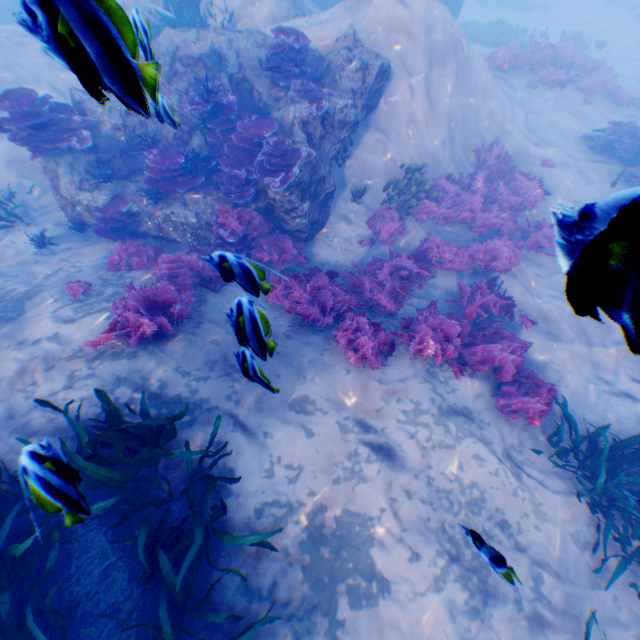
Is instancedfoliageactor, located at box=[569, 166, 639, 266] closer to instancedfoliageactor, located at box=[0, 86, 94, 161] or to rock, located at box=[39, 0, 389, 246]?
rock, located at box=[39, 0, 389, 246]

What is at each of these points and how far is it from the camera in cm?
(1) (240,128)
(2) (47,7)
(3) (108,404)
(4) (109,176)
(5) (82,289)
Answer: (1) instancedfoliageactor, 746
(2) submarine, 96
(3) instancedfoliageactor, 396
(4) instancedfoliageactor, 778
(5) instancedfoliageactor, 617

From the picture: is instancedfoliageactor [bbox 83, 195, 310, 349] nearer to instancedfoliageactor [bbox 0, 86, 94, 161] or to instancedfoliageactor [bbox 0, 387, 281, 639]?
instancedfoliageactor [bbox 0, 387, 281, 639]

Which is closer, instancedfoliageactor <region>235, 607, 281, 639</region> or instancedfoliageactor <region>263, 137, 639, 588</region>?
instancedfoliageactor <region>235, 607, 281, 639</region>

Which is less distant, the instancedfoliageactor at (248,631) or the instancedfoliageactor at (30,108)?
the instancedfoliageactor at (248,631)

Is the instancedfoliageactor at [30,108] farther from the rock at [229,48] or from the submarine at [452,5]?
the submarine at [452,5]

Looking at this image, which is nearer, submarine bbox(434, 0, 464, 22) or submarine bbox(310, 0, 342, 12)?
submarine bbox(310, 0, 342, 12)

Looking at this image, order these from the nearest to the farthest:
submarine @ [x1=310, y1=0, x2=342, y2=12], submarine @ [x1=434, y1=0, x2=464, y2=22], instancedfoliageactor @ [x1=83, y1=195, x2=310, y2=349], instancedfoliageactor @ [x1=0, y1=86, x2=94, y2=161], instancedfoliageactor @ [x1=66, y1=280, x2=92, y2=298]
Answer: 1. instancedfoliageactor @ [x1=83, y1=195, x2=310, y2=349]
2. instancedfoliageactor @ [x1=66, y1=280, x2=92, y2=298]
3. instancedfoliageactor @ [x1=0, y1=86, x2=94, y2=161]
4. submarine @ [x1=310, y1=0, x2=342, y2=12]
5. submarine @ [x1=434, y1=0, x2=464, y2=22]
